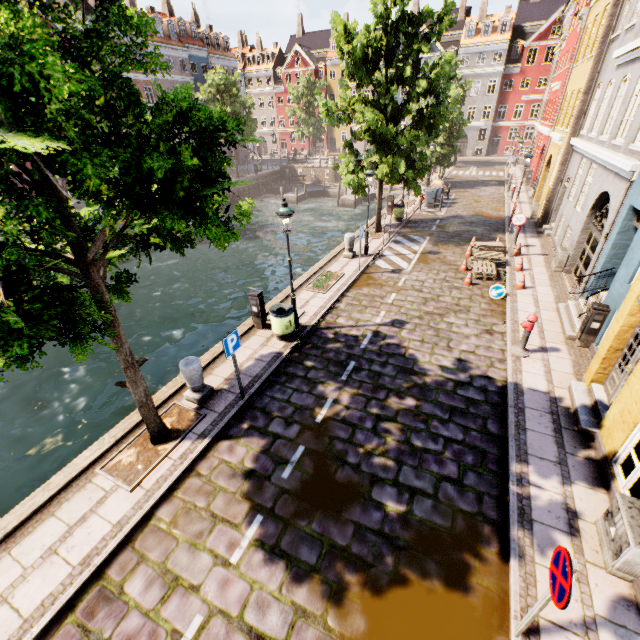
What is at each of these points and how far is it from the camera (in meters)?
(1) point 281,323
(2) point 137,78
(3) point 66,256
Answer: (1) trash bin, 9.31
(2) building, 33.84
(3) tree, 4.71

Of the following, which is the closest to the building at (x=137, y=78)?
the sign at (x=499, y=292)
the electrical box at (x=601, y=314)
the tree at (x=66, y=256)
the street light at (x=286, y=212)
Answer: the tree at (x=66, y=256)

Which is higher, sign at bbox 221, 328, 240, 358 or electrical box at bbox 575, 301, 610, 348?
sign at bbox 221, 328, 240, 358

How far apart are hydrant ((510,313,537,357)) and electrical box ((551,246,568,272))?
6.4 meters

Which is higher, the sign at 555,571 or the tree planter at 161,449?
the sign at 555,571

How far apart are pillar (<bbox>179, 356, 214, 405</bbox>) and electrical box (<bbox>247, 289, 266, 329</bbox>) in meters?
2.8 m

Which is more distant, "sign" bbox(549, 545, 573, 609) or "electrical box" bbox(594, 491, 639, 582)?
"electrical box" bbox(594, 491, 639, 582)

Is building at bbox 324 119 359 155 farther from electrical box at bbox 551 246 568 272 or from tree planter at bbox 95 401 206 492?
electrical box at bbox 551 246 568 272
